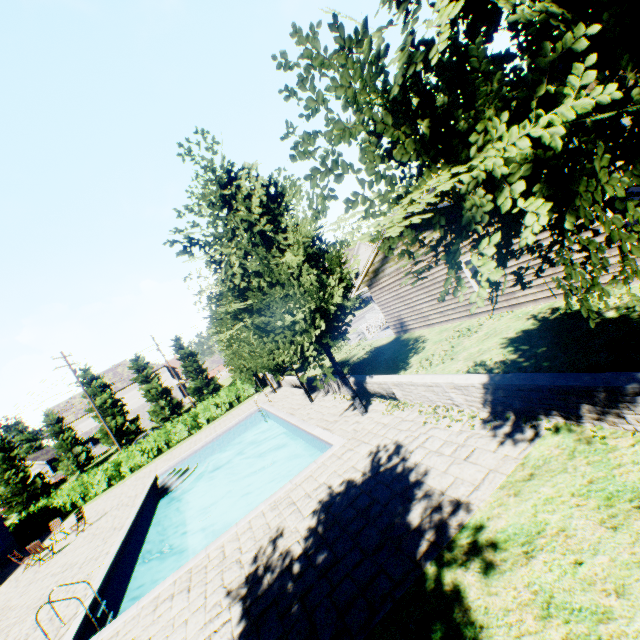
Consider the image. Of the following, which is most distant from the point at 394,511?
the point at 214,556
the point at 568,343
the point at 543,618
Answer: the point at 568,343

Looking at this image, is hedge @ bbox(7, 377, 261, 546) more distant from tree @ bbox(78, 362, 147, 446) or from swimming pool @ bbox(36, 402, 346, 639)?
tree @ bbox(78, 362, 147, 446)

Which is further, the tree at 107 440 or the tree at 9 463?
the tree at 107 440

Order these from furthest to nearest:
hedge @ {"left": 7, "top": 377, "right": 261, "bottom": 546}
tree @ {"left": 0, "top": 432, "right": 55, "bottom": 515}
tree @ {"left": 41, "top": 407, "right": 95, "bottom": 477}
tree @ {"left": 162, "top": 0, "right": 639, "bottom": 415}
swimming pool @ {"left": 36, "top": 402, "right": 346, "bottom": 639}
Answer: tree @ {"left": 41, "top": 407, "right": 95, "bottom": 477}, tree @ {"left": 0, "top": 432, "right": 55, "bottom": 515}, hedge @ {"left": 7, "top": 377, "right": 261, "bottom": 546}, swimming pool @ {"left": 36, "top": 402, "right": 346, "bottom": 639}, tree @ {"left": 162, "top": 0, "right": 639, "bottom": 415}

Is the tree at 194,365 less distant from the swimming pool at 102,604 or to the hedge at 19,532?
the swimming pool at 102,604
